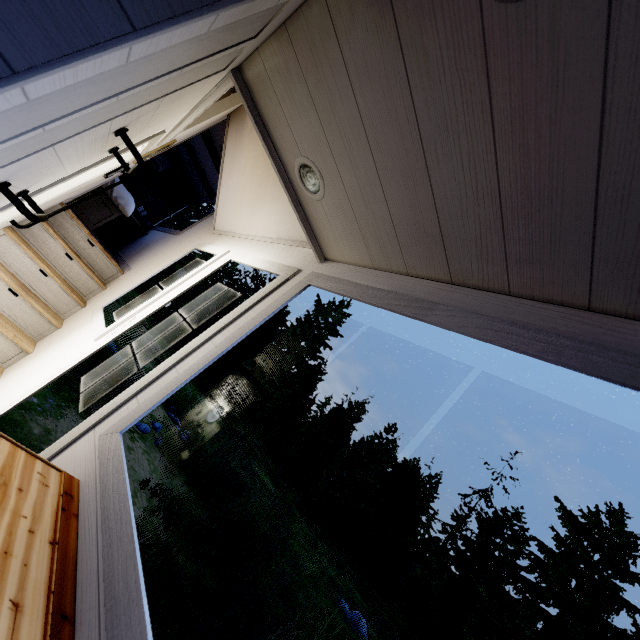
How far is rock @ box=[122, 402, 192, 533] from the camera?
6.6m

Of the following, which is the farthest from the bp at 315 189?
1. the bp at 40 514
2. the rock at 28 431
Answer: the rock at 28 431

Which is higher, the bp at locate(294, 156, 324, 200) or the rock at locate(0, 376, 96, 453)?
the bp at locate(294, 156, 324, 200)

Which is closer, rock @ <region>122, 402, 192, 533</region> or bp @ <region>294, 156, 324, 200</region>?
bp @ <region>294, 156, 324, 200</region>

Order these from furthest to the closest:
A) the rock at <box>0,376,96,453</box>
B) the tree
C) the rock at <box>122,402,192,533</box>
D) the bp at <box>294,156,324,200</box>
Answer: the rock at <box>122,402,192,533</box> → the rock at <box>0,376,96,453</box> → the bp at <box>294,156,324,200</box> → the tree

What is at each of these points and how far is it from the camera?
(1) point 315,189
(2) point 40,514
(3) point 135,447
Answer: (1) bp, 1.55m
(2) bp, 1.00m
(3) rock, 8.39m

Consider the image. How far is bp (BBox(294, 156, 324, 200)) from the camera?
1.5 meters

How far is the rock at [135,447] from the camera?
6.6m
